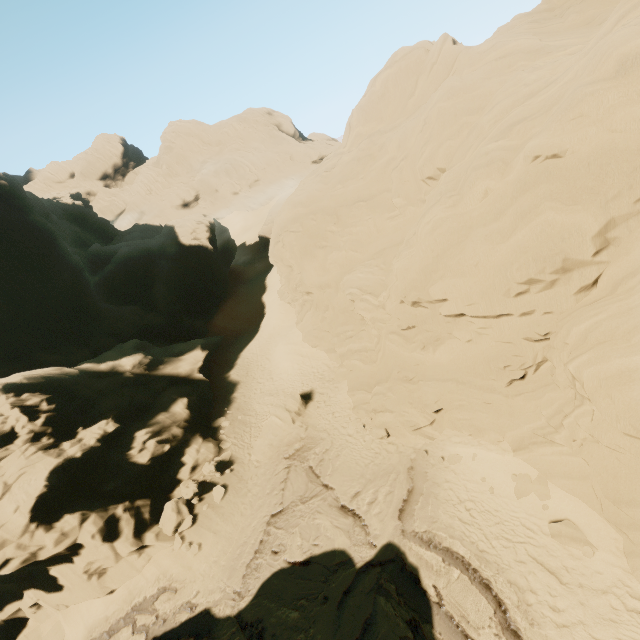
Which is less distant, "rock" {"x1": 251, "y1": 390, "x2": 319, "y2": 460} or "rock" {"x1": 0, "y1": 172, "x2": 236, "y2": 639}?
"rock" {"x1": 0, "y1": 172, "x2": 236, "y2": 639}

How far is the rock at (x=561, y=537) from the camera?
10.2m

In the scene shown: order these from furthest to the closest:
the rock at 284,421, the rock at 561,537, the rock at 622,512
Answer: the rock at 284,421
the rock at 561,537
the rock at 622,512

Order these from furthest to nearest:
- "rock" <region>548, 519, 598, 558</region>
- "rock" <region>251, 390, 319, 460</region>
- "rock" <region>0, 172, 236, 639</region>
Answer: "rock" <region>251, 390, 319, 460</region> → "rock" <region>0, 172, 236, 639</region> → "rock" <region>548, 519, 598, 558</region>

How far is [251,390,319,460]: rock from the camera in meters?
19.6

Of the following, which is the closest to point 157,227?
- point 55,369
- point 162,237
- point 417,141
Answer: point 162,237

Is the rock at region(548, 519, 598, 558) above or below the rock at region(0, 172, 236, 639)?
below
